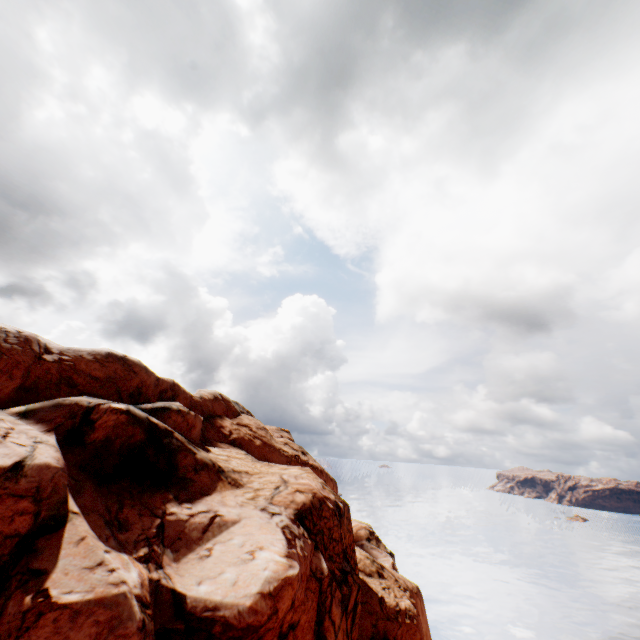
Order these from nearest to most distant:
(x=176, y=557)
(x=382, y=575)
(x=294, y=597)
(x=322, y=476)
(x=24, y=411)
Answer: (x=294, y=597)
(x=176, y=557)
(x=24, y=411)
(x=382, y=575)
(x=322, y=476)
